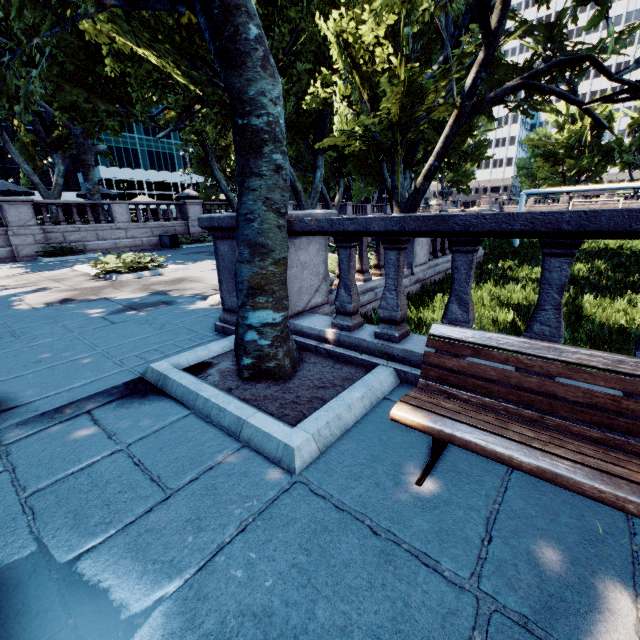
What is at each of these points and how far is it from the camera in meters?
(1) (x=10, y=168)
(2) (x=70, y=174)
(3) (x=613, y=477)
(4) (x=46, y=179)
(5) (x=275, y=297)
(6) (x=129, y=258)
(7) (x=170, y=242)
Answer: (1) building, 53.4
(2) building, 59.5
(3) bench, 1.5
(4) building, 57.1
(5) tree, 3.3
(6) bush, 11.7
(7) container, 21.4

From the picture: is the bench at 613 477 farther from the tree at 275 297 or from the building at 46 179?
the building at 46 179

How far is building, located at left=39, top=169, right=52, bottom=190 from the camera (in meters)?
56.59

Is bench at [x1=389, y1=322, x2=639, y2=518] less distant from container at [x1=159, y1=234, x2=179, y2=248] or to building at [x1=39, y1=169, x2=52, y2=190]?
container at [x1=159, y1=234, x2=179, y2=248]

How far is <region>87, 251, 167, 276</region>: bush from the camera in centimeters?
1056cm

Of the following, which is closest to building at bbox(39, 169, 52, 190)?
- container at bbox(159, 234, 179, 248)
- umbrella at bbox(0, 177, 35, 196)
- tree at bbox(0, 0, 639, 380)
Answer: tree at bbox(0, 0, 639, 380)

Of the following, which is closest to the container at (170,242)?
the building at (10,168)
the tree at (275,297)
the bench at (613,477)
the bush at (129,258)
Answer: the tree at (275,297)

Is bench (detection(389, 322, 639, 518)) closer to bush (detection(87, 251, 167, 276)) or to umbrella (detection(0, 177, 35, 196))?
bush (detection(87, 251, 167, 276))
